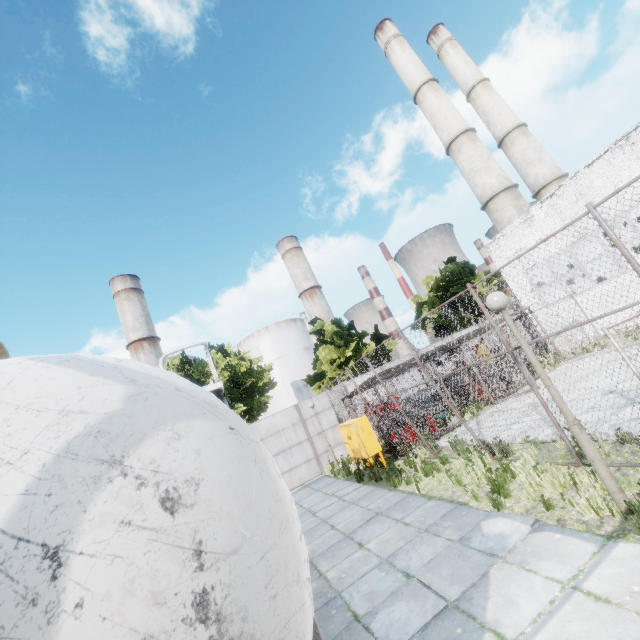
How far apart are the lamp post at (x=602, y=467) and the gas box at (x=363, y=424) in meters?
7.7

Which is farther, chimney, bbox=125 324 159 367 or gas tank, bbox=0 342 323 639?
chimney, bbox=125 324 159 367

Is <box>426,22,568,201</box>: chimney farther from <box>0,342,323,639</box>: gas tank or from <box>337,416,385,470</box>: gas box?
<box>0,342,323,639</box>: gas tank

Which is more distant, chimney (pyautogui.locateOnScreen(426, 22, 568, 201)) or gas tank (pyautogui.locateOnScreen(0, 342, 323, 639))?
chimney (pyautogui.locateOnScreen(426, 22, 568, 201))

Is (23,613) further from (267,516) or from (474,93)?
(474,93)

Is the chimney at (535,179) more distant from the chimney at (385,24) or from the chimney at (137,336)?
the chimney at (137,336)

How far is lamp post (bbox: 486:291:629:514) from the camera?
4.32m

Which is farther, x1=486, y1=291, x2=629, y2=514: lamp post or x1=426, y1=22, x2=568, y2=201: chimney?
x1=426, y1=22, x2=568, y2=201: chimney
